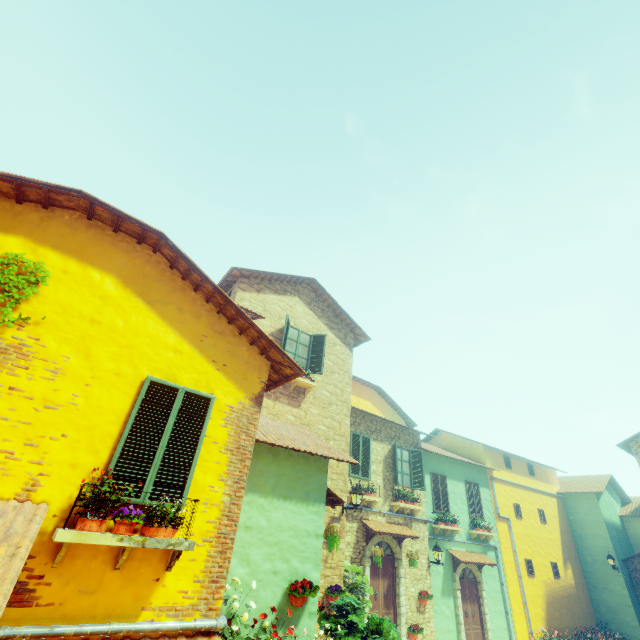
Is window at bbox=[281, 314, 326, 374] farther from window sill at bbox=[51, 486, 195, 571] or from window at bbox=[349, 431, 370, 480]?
window sill at bbox=[51, 486, 195, 571]

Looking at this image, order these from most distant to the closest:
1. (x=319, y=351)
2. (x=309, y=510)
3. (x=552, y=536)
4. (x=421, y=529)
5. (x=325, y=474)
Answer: (x=552, y=536) → (x=421, y=529) → (x=319, y=351) → (x=325, y=474) → (x=309, y=510)

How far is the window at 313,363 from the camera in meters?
11.4 m

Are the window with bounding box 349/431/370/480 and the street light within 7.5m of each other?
yes

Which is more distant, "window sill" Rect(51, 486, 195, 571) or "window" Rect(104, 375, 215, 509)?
"window" Rect(104, 375, 215, 509)

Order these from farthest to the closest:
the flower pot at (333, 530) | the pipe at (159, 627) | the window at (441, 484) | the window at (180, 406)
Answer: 1. the window at (441, 484)
2. the flower pot at (333, 530)
3. the window at (180, 406)
4. the pipe at (159, 627)

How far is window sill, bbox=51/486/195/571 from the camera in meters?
3.5 m

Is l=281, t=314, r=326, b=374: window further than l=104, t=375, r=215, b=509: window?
Yes
